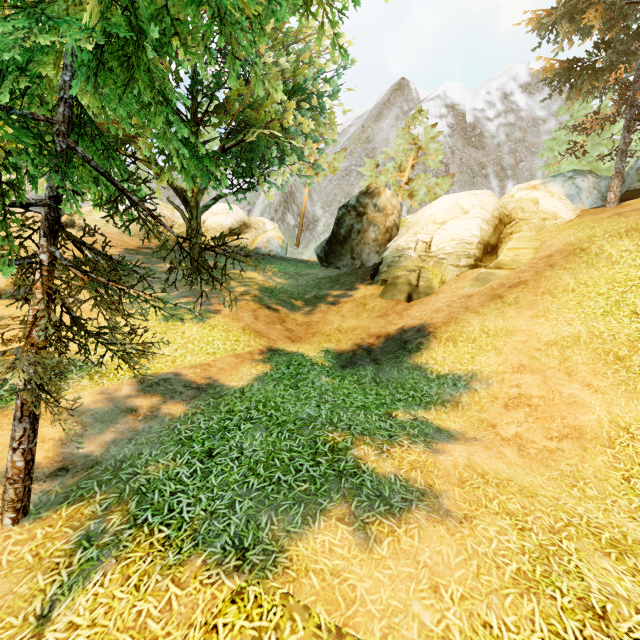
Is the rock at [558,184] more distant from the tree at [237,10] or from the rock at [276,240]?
the rock at [276,240]

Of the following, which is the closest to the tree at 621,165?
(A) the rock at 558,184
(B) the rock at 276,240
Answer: (A) the rock at 558,184

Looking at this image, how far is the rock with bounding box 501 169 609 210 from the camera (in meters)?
17.23

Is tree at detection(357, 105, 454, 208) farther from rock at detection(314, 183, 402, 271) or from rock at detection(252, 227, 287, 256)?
rock at detection(252, 227, 287, 256)

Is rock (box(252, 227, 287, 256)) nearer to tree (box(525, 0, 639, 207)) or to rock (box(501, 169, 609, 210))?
tree (box(525, 0, 639, 207))

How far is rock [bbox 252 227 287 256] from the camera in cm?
2655

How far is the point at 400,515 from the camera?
4.1m
